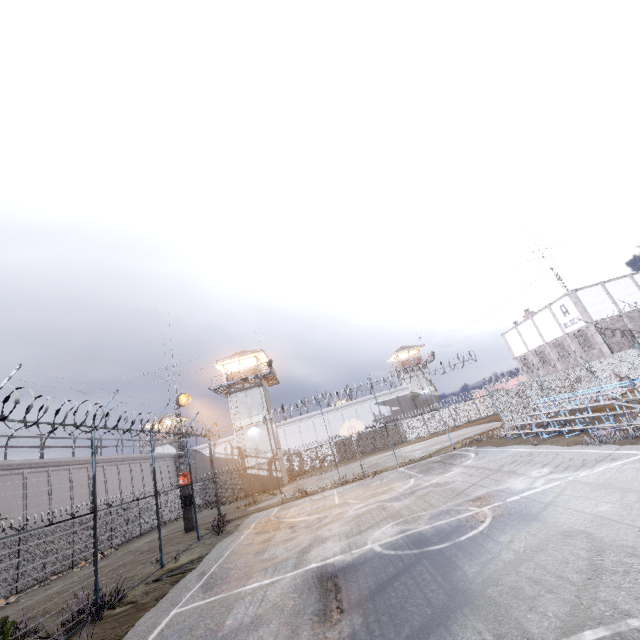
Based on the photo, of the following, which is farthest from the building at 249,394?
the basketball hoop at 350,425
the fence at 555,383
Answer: the basketball hoop at 350,425

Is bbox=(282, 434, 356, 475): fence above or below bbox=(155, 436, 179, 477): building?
below

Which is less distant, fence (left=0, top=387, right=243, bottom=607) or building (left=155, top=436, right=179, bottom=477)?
fence (left=0, top=387, right=243, bottom=607)

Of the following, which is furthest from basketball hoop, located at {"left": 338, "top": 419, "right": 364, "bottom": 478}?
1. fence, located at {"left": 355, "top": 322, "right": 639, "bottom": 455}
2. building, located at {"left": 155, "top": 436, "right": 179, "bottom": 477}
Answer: building, located at {"left": 155, "top": 436, "right": 179, "bottom": 477}

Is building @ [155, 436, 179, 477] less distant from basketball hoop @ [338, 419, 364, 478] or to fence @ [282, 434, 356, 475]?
fence @ [282, 434, 356, 475]

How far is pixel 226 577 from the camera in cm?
926

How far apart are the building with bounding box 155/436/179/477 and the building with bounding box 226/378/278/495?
23.6m

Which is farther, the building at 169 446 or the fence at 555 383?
the building at 169 446
